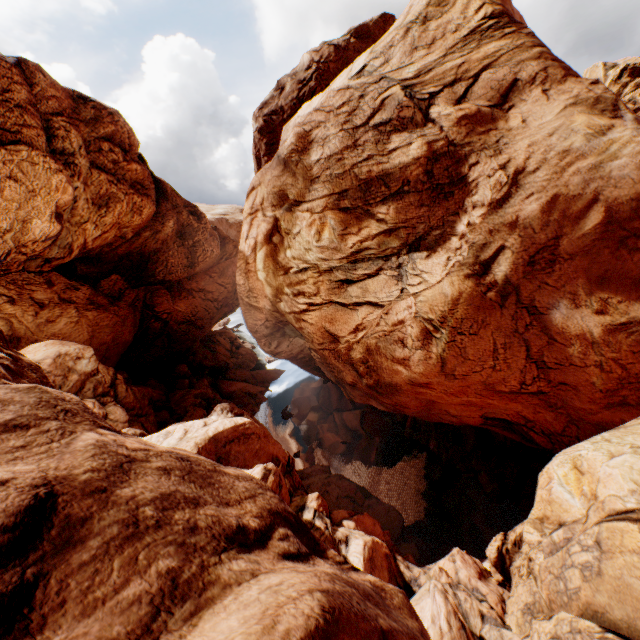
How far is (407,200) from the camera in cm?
1659
